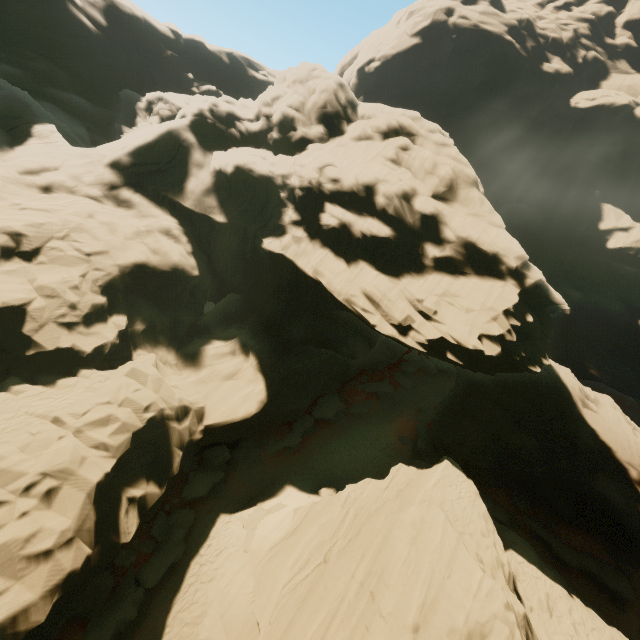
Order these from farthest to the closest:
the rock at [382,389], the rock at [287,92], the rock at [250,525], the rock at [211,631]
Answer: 1. the rock at [382,389]
2. the rock at [250,525]
3. the rock at [211,631]
4. the rock at [287,92]

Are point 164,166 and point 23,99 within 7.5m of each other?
no

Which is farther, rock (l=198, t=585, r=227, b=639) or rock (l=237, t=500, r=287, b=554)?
rock (l=237, t=500, r=287, b=554)

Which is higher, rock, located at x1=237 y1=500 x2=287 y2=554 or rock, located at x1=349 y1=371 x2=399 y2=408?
rock, located at x1=349 y1=371 x2=399 y2=408

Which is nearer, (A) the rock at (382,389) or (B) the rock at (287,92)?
(B) the rock at (287,92)

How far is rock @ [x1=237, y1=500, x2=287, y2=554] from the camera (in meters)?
17.87

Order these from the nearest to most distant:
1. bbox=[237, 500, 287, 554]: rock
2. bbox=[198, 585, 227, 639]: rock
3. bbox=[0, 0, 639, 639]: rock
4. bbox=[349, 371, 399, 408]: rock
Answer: bbox=[0, 0, 639, 639]: rock, bbox=[198, 585, 227, 639]: rock, bbox=[237, 500, 287, 554]: rock, bbox=[349, 371, 399, 408]: rock
